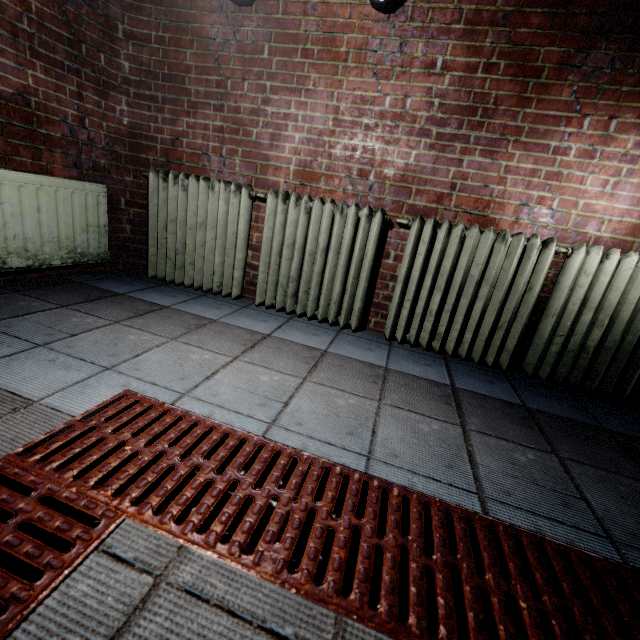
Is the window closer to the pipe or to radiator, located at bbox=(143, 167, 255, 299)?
radiator, located at bbox=(143, 167, 255, 299)

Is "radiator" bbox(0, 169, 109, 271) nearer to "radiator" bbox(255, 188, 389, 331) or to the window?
"radiator" bbox(255, 188, 389, 331)

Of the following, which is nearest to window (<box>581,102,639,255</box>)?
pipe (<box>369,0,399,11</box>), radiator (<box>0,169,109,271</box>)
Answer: pipe (<box>369,0,399,11</box>)

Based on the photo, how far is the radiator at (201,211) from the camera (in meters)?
2.25

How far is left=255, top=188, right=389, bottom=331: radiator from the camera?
2.0m

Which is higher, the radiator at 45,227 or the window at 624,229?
the window at 624,229

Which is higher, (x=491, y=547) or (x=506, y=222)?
(x=506, y=222)
